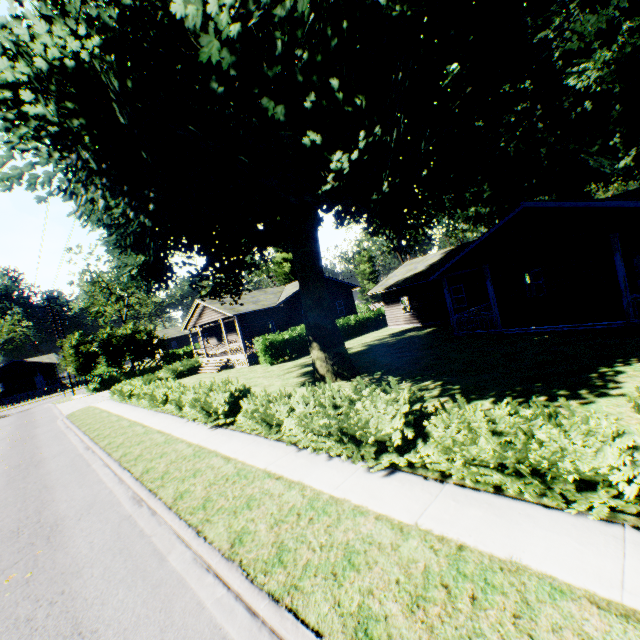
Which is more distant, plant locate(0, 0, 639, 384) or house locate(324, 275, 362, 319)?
house locate(324, 275, 362, 319)

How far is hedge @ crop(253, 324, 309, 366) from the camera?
24.14m

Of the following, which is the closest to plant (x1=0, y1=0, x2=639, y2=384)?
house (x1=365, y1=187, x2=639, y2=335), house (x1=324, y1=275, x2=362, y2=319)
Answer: house (x1=324, y1=275, x2=362, y2=319)

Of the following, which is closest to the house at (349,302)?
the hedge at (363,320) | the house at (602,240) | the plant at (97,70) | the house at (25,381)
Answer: the plant at (97,70)

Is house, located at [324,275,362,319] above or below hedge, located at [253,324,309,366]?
above

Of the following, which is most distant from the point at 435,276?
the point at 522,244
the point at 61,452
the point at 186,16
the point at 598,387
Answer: the point at 61,452

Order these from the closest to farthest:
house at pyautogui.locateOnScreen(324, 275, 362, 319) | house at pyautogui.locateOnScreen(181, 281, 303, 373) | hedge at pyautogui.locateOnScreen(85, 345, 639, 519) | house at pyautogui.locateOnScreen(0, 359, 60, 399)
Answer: hedge at pyautogui.locateOnScreen(85, 345, 639, 519) → house at pyautogui.locateOnScreen(181, 281, 303, 373) → house at pyautogui.locateOnScreen(324, 275, 362, 319) → house at pyautogui.locateOnScreen(0, 359, 60, 399)
